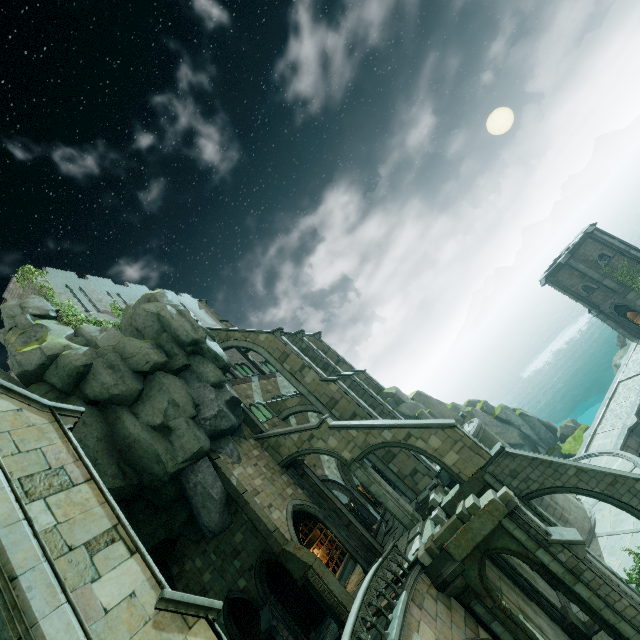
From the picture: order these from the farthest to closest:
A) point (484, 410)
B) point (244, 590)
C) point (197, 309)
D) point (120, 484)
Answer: point (197, 309), point (484, 410), point (244, 590), point (120, 484)

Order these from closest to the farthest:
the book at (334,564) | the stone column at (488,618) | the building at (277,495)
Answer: the stone column at (488,618), the building at (277,495), the book at (334,564)

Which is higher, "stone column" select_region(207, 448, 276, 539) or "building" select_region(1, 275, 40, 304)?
"building" select_region(1, 275, 40, 304)

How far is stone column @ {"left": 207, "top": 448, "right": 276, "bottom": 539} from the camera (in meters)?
16.44

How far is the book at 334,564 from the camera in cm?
2108

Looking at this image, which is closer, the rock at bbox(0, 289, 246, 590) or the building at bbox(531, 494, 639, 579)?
the building at bbox(531, 494, 639, 579)

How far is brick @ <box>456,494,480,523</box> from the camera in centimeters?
1290cm

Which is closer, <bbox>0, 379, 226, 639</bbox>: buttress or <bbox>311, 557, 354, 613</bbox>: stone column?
<bbox>0, 379, 226, 639</bbox>: buttress
